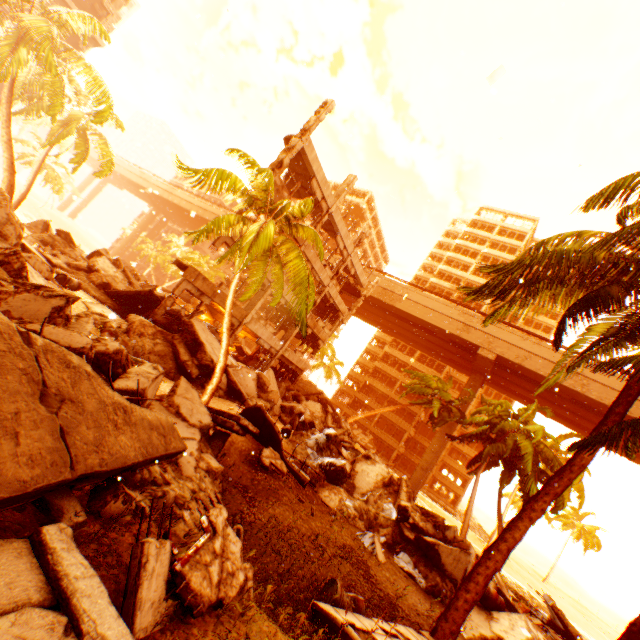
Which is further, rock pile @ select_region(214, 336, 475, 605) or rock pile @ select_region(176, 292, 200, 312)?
rock pile @ select_region(176, 292, 200, 312)

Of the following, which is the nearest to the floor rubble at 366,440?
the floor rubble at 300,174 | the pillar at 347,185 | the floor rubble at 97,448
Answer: the pillar at 347,185

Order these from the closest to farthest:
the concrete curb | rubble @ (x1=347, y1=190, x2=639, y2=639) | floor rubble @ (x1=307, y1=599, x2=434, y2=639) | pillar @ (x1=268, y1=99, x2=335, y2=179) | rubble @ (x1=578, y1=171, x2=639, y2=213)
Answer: the concrete curb → floor rubble @ (x1=307, y1=599, x2=434, y2=639) → rubble @ (x1=578, y1=171, x2=639, y2=213) → rubble @ (x1=347, y1=190, x2=639, y2=639) → pillar @ (x1=268, y1=99, x2=335, y2=179)

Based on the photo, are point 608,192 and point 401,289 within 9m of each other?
no

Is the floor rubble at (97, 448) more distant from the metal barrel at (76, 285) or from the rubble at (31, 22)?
the metal barrel at (76, 285)

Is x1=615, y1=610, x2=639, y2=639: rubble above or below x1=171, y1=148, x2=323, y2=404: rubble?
below

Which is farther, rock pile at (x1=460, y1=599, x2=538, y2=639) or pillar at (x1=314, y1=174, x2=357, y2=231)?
pillar at (x1=314, y1=174, x2=357, y2=231)

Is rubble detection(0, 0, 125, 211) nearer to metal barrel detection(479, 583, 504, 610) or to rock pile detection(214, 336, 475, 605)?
rock pile detection(214, 336, 475, 605)
